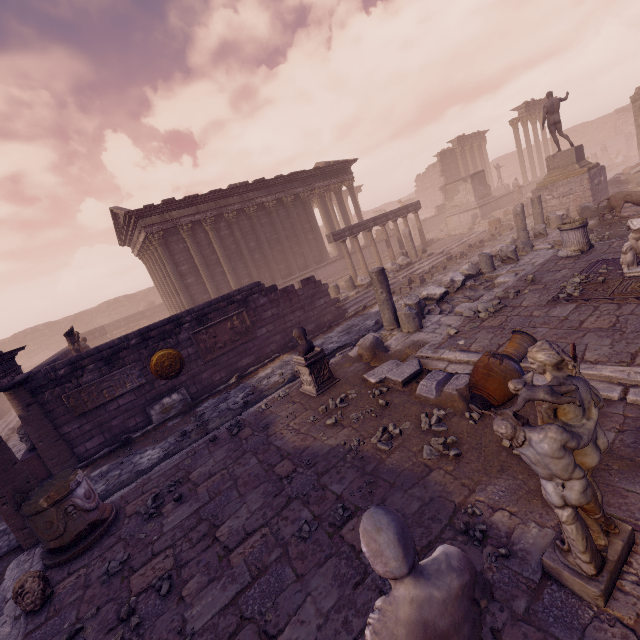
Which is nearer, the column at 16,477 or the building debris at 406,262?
the column at 16,477

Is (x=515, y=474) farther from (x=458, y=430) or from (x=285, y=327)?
(x=285, y=327)

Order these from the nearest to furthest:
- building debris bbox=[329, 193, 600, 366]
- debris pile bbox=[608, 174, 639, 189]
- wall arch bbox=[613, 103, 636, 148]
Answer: building debris bbox=[329, 193, 600, 366], debris pile bbox=[608, 174, 639, 189], wall arch bbox=[613, 103, 636, 148]

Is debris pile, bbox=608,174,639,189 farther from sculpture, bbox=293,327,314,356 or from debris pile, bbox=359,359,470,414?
sculpture, bbox=293,327,314,356

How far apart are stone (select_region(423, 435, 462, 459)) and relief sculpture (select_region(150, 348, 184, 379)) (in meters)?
8.15

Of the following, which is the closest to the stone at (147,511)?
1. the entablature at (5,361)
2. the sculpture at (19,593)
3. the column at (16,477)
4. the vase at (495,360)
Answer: the sculpture at (19,593)

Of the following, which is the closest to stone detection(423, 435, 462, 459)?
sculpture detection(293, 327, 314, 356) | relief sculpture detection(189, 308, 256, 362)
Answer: sculpture detection(293, 327, 314, 356)

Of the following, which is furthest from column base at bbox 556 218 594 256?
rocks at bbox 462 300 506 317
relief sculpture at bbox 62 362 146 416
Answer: relief sculpture at bbox 62 362 146 416
